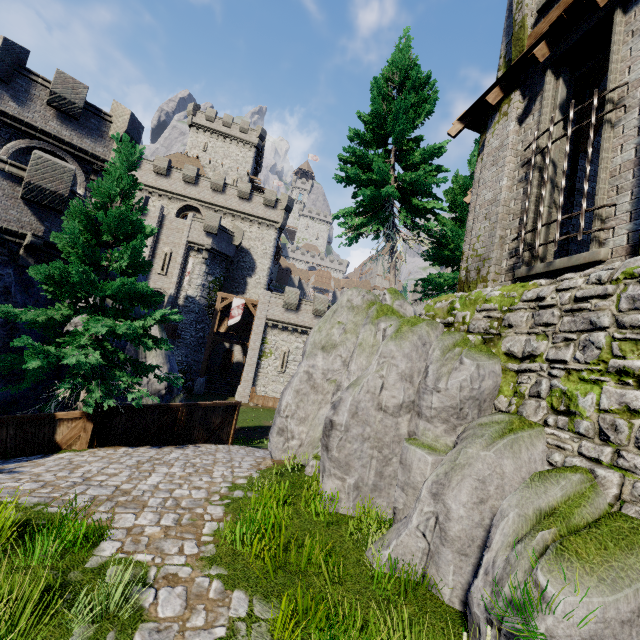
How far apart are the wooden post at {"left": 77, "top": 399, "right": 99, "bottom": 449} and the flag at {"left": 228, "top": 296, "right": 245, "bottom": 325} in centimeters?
2119cm

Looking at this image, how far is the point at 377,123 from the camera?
14.0 meters

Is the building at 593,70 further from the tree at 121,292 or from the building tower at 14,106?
the building tower at 14,106

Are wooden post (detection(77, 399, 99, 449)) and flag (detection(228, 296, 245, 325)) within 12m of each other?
no

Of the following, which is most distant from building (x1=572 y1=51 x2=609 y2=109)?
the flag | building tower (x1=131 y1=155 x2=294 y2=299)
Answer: building tower (x1=131 y1=155 x2=294 y2=299)

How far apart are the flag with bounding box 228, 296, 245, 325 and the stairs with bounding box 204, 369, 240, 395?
7.0m

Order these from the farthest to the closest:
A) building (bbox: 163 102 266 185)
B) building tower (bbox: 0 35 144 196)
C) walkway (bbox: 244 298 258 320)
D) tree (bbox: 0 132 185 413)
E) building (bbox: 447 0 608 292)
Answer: building (bbox: 163 102 266 185)
walkway (bbox: 244 298 258 320)
building tower (bbox: 0 35 144 196)
tree (bbox: 0 132 185 413)
building (bbox: 447 0 608 292)

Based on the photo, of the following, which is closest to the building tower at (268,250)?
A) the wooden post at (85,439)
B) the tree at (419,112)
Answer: the tree at (419,112)
